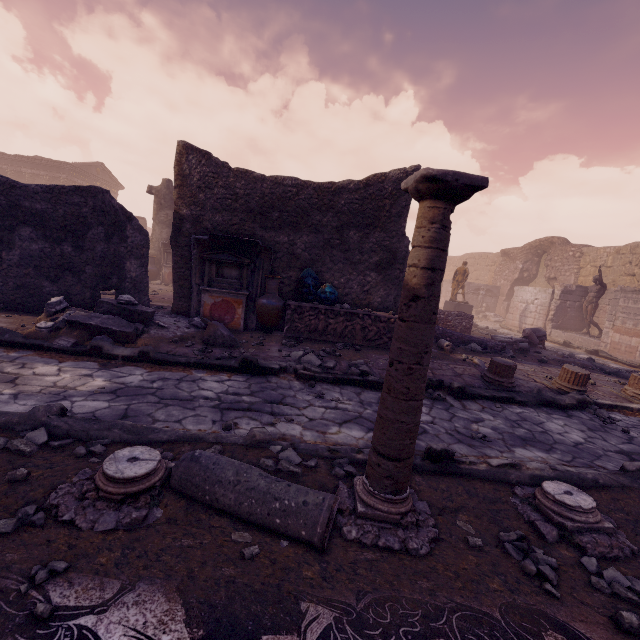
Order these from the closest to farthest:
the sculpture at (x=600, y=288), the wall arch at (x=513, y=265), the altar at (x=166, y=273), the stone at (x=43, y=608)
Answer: the stone at (x=43, y=608) → the sculpture at (x=600, y=288) → the altar at (x=166, y=273) → the wall arch at (x=513, y=265)

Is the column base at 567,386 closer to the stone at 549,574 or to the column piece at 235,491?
the stone at 549,574

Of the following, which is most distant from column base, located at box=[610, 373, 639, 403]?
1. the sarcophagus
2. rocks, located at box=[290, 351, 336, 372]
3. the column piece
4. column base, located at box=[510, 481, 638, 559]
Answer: the column piece

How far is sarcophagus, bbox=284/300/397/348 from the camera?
7.4m

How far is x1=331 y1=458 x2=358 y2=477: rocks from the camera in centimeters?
276cm

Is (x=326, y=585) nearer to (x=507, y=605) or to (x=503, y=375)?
(x=507, y=605)

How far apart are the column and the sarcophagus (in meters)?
4.84

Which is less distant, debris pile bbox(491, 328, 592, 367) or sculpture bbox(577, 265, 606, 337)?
debris pile bbox(491, 328, 592, 367)
